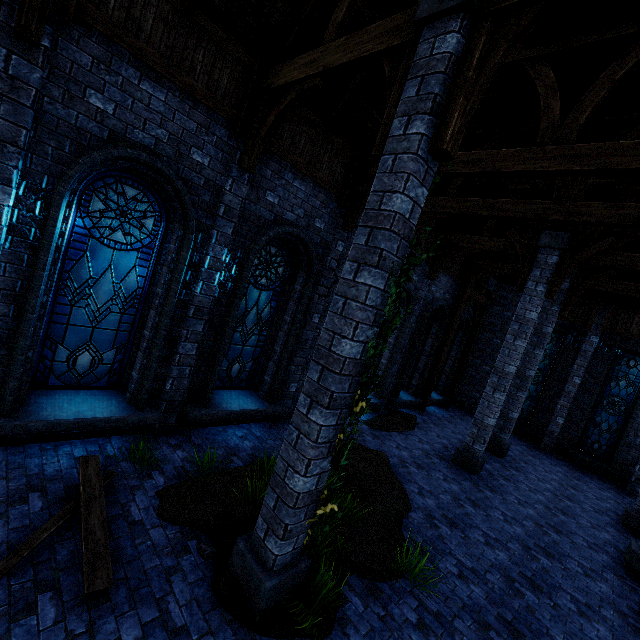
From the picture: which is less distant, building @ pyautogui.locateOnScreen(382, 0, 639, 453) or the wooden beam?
the wooden beam

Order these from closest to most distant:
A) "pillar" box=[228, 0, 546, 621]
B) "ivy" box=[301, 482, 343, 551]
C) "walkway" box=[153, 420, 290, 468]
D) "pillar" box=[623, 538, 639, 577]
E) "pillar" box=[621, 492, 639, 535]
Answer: "pillar" box=[228, 0, 546, 621], "ivy" box=[301, 482, 343, 551], "walkway" box=[153, 420, 290, 468], "pillar" box=[623, 538, 639, 577], "pillar" box=[621, 492, 639, 535]

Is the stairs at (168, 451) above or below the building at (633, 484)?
below

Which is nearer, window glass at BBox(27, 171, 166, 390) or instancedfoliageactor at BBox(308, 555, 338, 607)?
instancedfoliageactor at BBox(308, 555, 338, 607)

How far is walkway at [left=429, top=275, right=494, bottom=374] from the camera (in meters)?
13.69

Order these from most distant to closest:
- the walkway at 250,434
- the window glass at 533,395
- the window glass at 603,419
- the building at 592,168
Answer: the window glass at 533,395 < the window glass at 603,419 < the walkway at 250,434 < the building at 592,168

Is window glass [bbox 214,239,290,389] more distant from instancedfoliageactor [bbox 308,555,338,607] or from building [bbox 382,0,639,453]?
instancedfoliageactor [bbox 308,555,338,607]

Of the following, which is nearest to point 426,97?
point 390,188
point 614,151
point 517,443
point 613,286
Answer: point 390,188
